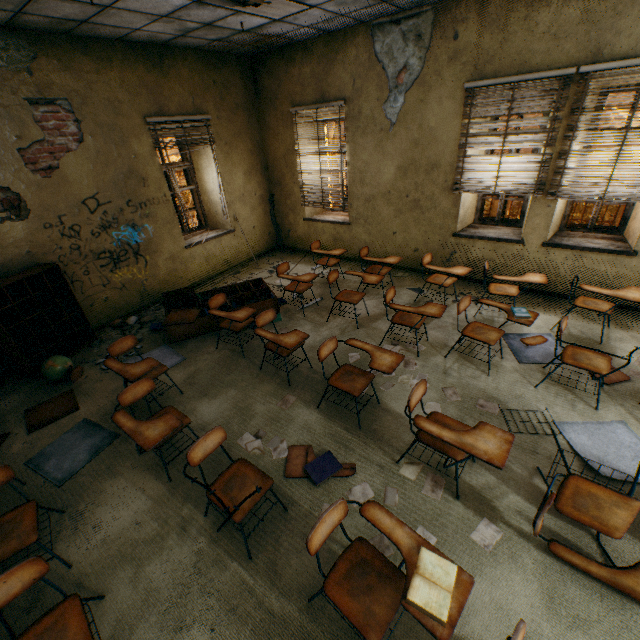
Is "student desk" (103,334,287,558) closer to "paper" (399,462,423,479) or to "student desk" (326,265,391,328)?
"paper" (399,462,423,479)

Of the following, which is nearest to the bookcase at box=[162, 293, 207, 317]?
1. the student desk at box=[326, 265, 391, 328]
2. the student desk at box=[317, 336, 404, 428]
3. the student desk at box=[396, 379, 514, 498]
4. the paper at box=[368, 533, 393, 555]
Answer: the student desk at box=[326, 265, 391, 328]

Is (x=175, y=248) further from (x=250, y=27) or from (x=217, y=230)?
(x=250, y=27)

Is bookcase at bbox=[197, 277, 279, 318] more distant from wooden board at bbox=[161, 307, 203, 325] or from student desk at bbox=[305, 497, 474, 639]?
student desk at bbox=[305, 497, 474, 639]

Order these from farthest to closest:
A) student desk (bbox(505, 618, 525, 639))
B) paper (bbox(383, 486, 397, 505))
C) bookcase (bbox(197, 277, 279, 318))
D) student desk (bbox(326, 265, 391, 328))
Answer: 1. bookcase (bbox(197, 277, 279, 318))
2. student desk (bbox(326, 265, 391, 328))
3. paper (bbox(383, 486, 397, 505))
4. student desk (bbox(505, 618, 525, 639))

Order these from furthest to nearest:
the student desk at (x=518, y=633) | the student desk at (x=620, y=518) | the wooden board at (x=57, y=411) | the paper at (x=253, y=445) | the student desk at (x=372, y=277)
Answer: the student desk at (x=372, y=277) → the wooden board at (x=57, y=411) → the paper at (x=253, y=445) → the student desk at (x=620, y=518) → the student desk at (x=518, y=633)

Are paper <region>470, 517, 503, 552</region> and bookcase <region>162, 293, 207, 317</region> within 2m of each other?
no

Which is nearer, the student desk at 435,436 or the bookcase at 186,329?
the student desk at 435,436
